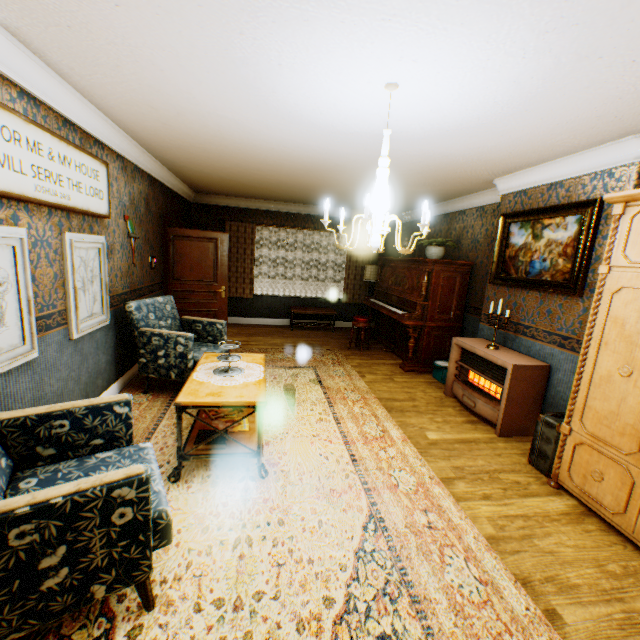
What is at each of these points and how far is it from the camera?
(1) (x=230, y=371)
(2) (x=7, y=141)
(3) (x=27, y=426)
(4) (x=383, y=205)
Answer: (1) tray, 3.1m
(2) picture frame, 2.1m
(3) chair, 1.9m
(4) ceiling light, 2.5m

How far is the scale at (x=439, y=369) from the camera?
5.33m

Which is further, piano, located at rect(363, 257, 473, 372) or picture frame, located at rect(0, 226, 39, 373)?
piano, located at rect(363, 257, 473, 372)

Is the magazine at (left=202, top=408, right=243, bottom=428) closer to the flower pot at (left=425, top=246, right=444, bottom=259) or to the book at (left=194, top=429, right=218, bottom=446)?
the book at (left=194, top=429, right=218, bottom=446)

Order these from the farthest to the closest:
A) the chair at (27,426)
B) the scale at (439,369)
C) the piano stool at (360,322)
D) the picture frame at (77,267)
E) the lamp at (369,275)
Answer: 1. the lamp at (369,275)
2. the piano stool at (360,322)
3. the scale at (439,369)
4. the picture frame at (77,267)
5. the chair at (27,426)

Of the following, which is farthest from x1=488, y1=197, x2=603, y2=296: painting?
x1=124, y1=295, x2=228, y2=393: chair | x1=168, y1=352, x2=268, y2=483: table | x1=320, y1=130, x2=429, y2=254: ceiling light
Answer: x1=124, y1=295, x2=228, y2=393: chair

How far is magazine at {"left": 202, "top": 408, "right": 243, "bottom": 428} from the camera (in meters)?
3.11

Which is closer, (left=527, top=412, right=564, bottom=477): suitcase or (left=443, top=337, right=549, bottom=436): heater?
(left=527, top=412, right=564, bottom=477): suitcase
